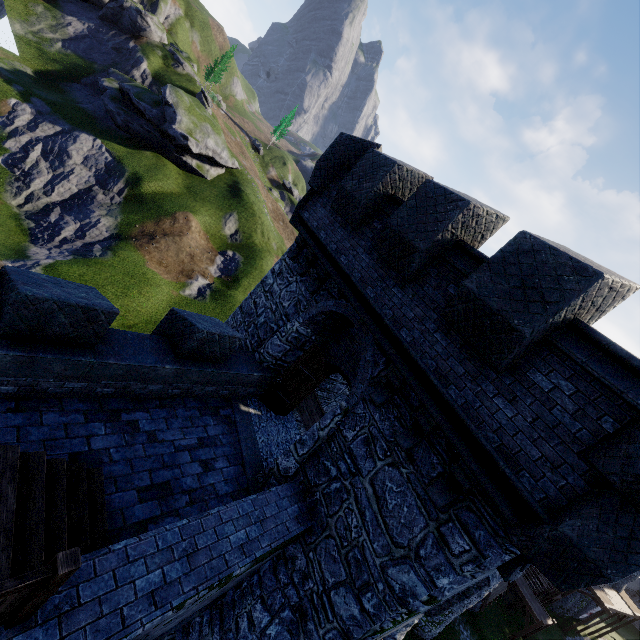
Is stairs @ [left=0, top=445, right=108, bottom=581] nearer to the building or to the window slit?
the building

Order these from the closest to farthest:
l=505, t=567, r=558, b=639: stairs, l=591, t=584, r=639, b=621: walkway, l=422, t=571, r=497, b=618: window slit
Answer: l=422, t=571, r=497, b=618: window slit → l=505, t=567, r=558, b=639: stairs → l=591, t=584, r=639, b=621: walkway

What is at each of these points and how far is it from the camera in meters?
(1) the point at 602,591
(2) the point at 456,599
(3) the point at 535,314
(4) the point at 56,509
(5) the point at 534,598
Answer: (1) walkway, 33.7
(2) window slit, 7.3
(3) building, 4.4
(4) stairs, 4.3
(5) stairs, 28.2

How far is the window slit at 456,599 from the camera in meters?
7.1

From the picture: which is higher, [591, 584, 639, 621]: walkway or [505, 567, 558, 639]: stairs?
[591, 584, 639, 621]: walkway

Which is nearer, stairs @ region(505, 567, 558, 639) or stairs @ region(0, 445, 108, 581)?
stairs @ region(0, 445, 108, 581)

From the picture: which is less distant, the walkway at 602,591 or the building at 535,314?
the building at 535,314

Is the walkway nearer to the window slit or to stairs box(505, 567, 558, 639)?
stairs box(505, 567, 558, 639)
